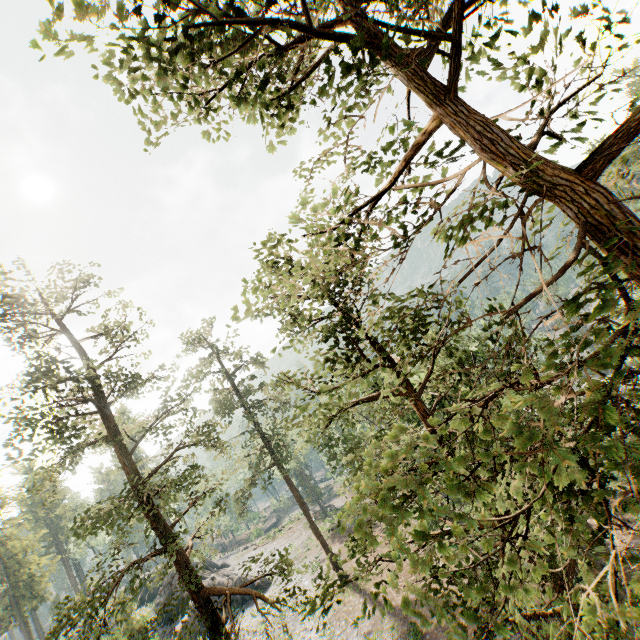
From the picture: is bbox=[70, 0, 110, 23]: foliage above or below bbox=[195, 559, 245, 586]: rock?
above

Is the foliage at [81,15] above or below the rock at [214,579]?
above

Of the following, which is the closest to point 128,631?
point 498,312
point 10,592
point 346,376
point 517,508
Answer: point 346,376

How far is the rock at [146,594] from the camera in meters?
39.3

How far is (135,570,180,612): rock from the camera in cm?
3933

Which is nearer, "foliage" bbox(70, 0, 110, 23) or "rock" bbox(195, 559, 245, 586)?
"foliage" bbox(70, 0, 110, 23)
